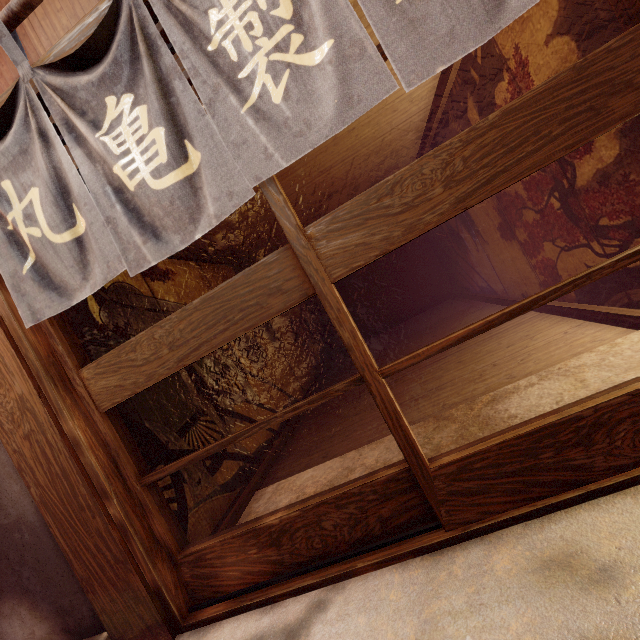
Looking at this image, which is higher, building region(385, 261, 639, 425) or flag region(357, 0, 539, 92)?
flag region(357, 0, 539, 92)

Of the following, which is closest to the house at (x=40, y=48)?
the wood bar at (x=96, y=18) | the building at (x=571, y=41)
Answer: the wood bar at (x=96, y=18)

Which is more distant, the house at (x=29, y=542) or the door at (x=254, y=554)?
the house at (x=29, y=542)

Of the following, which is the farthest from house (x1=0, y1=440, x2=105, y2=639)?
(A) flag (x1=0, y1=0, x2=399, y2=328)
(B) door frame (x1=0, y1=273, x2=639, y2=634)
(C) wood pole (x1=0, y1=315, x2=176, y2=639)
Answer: (A) flag (x1=0, y1=0, x2=399, y2=328)

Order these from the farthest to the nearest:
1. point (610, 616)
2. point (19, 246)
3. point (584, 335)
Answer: point (584, 335), point (19, 246), point (610, 616)

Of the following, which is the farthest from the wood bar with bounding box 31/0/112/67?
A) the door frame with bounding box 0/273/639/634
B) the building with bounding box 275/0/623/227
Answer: the building with bounding box 275/0/623/227

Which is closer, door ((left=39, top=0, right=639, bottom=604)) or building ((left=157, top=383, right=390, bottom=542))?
door ((left=39, top=0, right=639, bottom=604))

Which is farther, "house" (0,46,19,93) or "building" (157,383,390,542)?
"building" (157,383,390,542)
